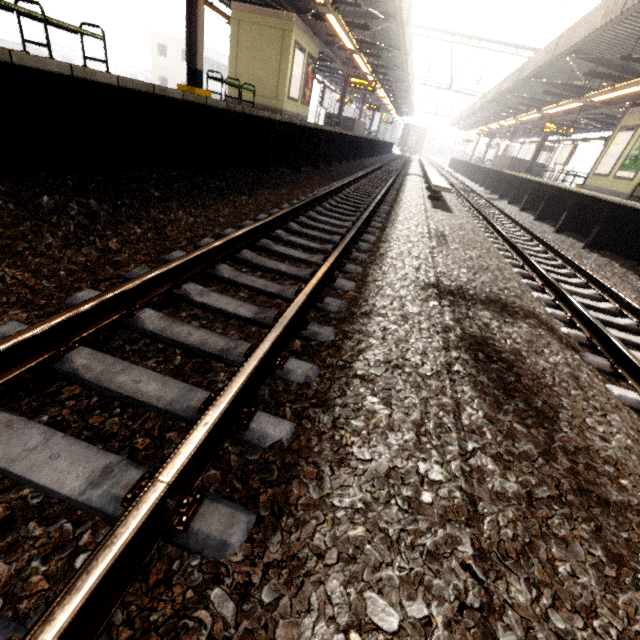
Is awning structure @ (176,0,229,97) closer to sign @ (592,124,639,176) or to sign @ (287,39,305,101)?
sign @ (287,39,305,101)

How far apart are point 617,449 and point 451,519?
1.3 meters

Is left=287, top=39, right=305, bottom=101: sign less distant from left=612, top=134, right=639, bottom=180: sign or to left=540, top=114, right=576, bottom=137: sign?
left=612, top=134, right=639, bottom=180: sign

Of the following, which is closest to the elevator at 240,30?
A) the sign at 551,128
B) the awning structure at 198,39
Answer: the awning structure at 198,39

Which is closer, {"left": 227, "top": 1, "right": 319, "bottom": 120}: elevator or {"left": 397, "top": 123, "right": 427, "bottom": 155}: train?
{"left": 227, "top": 1, "right": 319, "bottom": 120}: elevator

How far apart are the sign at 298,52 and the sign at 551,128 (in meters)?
13.28

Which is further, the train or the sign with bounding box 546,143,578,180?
the train

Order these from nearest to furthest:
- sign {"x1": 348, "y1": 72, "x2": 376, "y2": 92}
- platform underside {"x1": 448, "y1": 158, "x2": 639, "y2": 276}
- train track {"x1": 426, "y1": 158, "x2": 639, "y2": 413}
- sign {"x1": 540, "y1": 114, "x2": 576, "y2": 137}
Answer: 1. train track {"x1": 426, "y1": 158, "x2": 639, "y2": 413}
2. platform underside {"x1": 448, "y1": 158, "x2": 639, "y2": 276}
3. sign {"x1": 540, "y1": 114, "x2": 576, "y2": 137}
4. sign {"x1": 348, "y1": 72, "x2": 376, "y2": 92}
